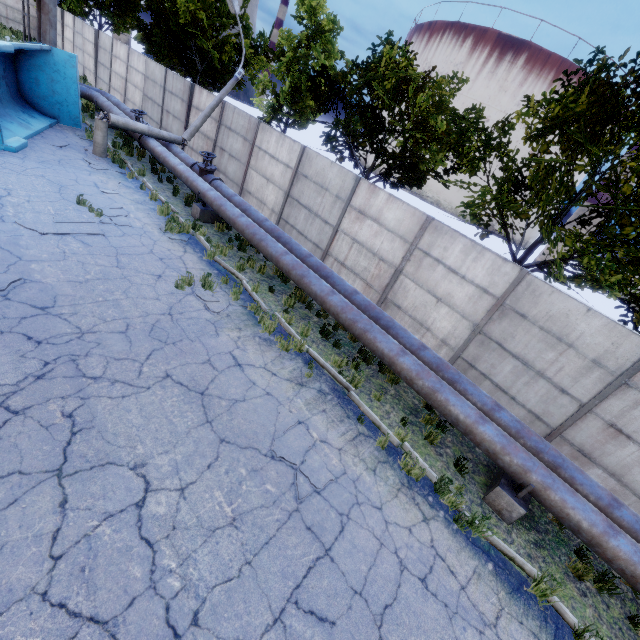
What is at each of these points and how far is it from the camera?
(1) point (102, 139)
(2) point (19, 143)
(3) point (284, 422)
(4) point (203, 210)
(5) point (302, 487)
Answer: (1) lamp post, 12.6m
(2) truck dump back, 10.6m
(3) asphalt debris, 5.9m
(4) pipe holder, 11.6m
(5) asphalt debris, 5.0m

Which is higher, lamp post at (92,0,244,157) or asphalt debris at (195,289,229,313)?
lamp post at (92,0,244,157)

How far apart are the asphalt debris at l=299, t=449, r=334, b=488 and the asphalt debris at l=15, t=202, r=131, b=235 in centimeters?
675cm

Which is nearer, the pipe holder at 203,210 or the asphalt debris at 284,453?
the asphalt debris at 284,453

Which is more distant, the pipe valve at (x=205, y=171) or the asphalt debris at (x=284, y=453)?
the pipe valve at (x=205, y=171)

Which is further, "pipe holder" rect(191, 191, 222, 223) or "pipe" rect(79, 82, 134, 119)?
"pipe" rect(79, 82, 134, 119)

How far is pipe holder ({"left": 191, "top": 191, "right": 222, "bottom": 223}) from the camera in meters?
11.6

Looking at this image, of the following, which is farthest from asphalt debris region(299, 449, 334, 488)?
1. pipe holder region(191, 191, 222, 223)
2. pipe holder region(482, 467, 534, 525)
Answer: pipe holder region(191, 191, 222, 223)
